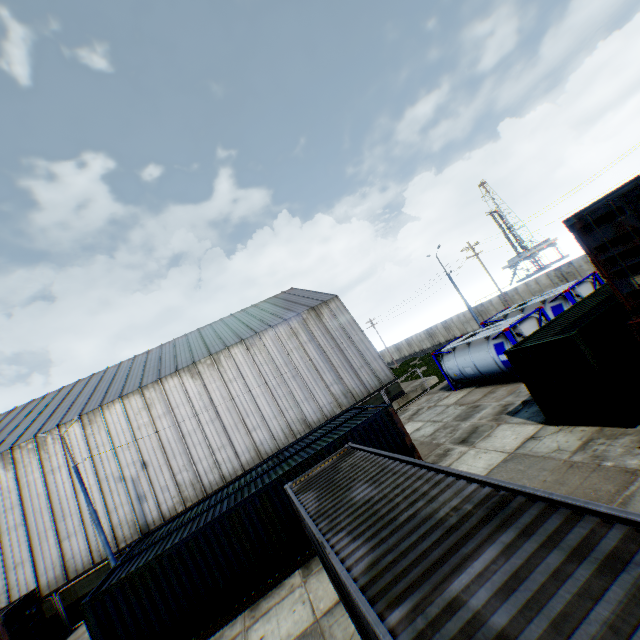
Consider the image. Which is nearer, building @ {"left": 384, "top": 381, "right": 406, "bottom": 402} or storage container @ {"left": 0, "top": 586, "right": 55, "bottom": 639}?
storage container @ {"left": 0, "top": 586, "right": 55, "bottom": 639}

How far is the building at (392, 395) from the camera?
27.44m

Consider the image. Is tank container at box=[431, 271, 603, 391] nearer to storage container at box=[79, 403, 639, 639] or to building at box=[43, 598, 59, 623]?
building at box=[43, 598, 59, 623]

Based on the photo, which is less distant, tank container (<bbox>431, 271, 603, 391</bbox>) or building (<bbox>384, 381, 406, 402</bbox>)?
tank container (<bbox>431, 271, 603, 391</bbox>)

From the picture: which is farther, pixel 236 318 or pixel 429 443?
pixel 236 318

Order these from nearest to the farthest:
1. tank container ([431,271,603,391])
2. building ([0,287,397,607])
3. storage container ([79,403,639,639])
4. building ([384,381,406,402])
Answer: storage container ([79,403,639,639])
tank container ([431,271,603,391])
building ([0,287,397,607])
building ([384,381,406,402])

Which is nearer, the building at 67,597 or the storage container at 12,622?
the storage container at 12,622
